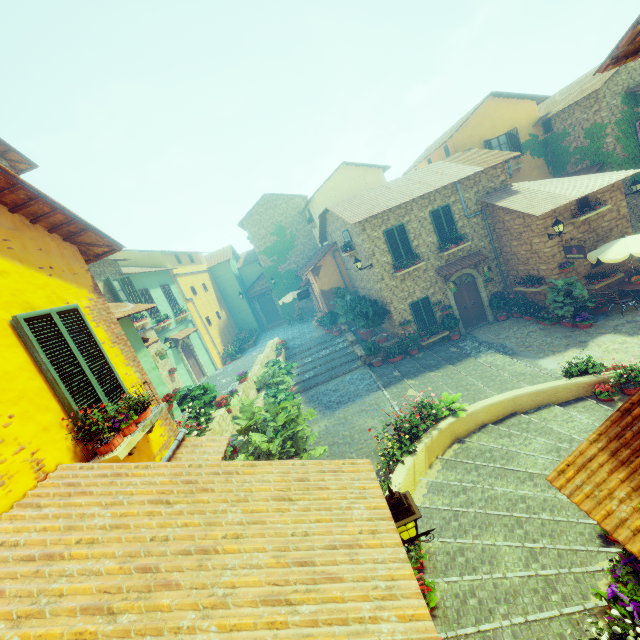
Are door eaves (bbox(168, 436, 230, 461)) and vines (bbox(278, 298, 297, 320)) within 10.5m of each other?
no

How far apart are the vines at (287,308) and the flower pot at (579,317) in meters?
19.7 m

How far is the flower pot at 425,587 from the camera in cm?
501

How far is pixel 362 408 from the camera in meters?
12.3 m

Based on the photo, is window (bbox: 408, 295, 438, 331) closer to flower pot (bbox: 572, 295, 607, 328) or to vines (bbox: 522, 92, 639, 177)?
flower pot (bbox: 572, 295, 607, 328)

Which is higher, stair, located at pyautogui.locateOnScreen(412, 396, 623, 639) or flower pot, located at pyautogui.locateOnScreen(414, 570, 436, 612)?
flower pot, located at pyautogui.locateOnScreen(414, 570, 436, 612)

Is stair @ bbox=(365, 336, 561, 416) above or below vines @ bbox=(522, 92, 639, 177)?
below

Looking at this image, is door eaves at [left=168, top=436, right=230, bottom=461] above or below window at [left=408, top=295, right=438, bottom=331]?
above
